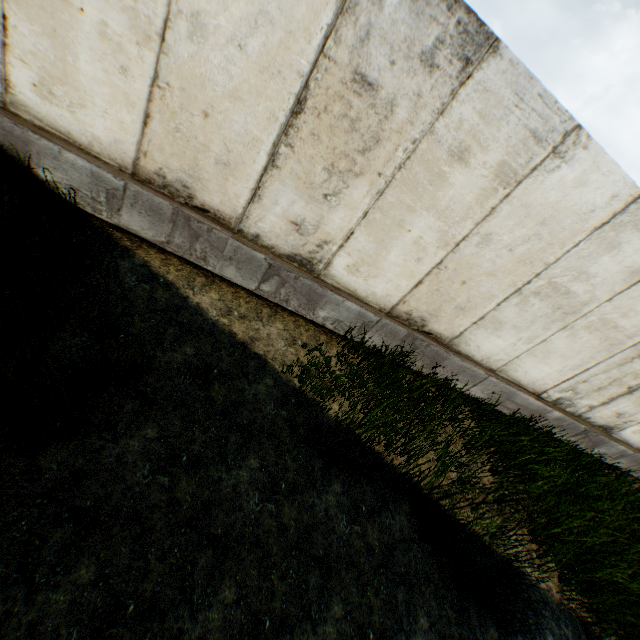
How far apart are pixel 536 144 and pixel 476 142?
0.6m
